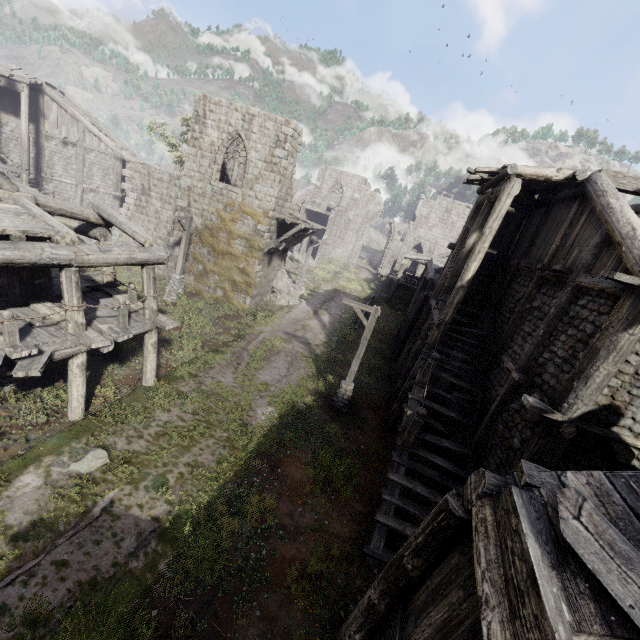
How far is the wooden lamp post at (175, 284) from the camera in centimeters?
1812cm

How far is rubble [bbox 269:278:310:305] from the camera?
23.89m

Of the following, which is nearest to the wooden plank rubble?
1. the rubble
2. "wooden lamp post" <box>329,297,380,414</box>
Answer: the rubble

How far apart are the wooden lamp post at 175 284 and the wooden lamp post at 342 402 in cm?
1055

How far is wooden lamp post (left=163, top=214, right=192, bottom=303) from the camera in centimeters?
1812cm

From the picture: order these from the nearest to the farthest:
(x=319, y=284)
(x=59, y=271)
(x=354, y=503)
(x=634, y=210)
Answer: (x=59, y=271) < (x=354, y=503) < (x=634, y=210) < (x=319, y=284)

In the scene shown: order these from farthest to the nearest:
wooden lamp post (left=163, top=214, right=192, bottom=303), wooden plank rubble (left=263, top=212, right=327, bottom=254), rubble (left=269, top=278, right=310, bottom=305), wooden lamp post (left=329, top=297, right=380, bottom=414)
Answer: rubble (left=269, top=278, right=310, bottom=305), wooden plank rubble (left=263, top=212, right=327, bottom=254), wooden lamp post (left=163, top=214, right=192, bottom=303), wooden lamp post (left=329, top=297, right=380, bottom=414)

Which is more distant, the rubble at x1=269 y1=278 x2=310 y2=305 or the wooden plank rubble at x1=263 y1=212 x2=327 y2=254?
the rubble at x1=269 y1=278 x2=310 y2=305
